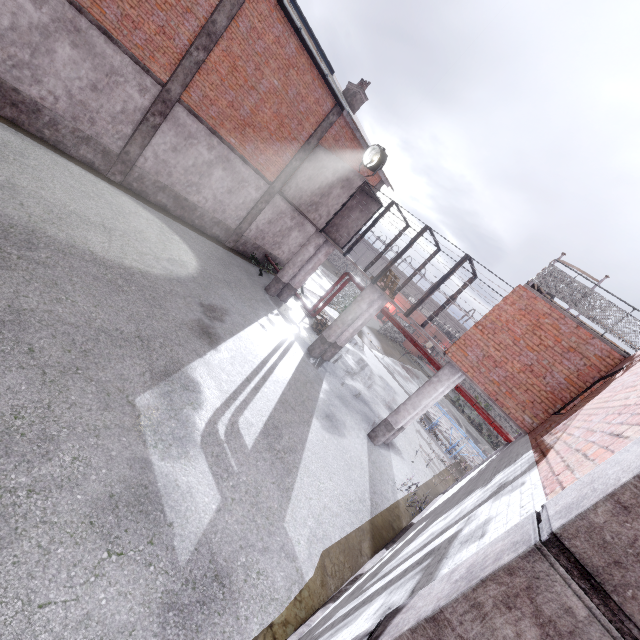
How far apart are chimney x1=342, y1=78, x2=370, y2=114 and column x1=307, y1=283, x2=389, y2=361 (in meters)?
11.42

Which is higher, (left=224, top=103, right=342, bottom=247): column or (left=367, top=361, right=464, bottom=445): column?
(left=224, top=103, right=342, bottom=247): column

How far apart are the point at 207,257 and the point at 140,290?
5.9 meters

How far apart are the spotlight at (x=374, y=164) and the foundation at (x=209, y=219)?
7.3m

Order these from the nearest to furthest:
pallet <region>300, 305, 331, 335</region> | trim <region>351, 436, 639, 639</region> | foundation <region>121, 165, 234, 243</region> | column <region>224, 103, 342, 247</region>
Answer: trim <region>351, 436, 639, 639</region> → foundation <region>121, 165, 234, 243</region> → column <region>224, 103, 342, 247</region> → pallet <region>300, 305, 331, 335</region>

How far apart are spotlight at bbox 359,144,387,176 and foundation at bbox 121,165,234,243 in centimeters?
728cm

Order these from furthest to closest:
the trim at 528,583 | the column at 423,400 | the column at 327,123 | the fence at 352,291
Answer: the fence at 352,291, the column at 327,123, the column at 423,400, the trim at 528,583

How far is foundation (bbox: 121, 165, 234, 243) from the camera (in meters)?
13.05
